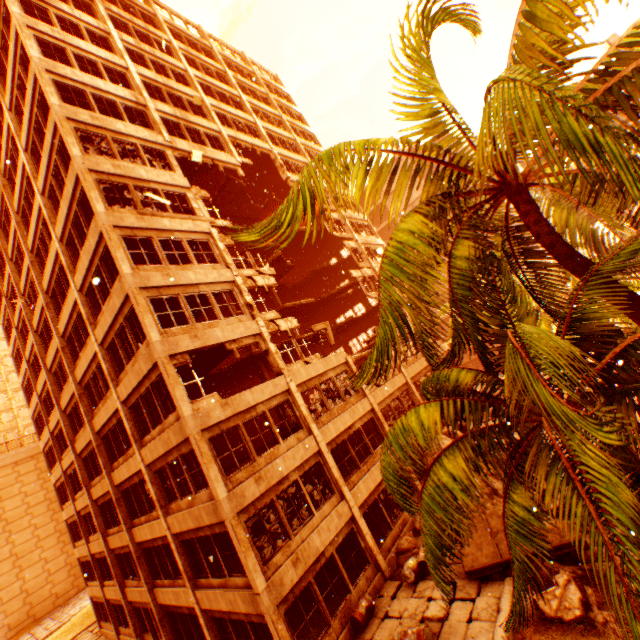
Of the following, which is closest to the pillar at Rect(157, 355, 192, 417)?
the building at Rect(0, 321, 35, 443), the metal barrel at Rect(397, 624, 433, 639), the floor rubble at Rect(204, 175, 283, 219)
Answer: the floor rubble at Rect(204, 175, 283, 219)

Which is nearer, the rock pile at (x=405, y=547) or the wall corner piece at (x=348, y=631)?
the wall corner piece at (x=348, y=631)

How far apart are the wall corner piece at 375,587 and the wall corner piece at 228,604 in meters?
2.4

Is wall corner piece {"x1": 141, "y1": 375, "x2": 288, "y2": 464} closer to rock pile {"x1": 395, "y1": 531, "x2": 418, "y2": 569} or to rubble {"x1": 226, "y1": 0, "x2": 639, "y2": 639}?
rubble {"x1": 226, "y1": 0, "x2": 639, "y2": 639}

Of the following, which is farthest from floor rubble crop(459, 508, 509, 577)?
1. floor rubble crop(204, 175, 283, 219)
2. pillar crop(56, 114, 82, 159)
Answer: floor rubble crop(204, 175, 283, 219)

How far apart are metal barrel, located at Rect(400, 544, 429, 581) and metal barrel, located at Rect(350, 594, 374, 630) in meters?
1.3

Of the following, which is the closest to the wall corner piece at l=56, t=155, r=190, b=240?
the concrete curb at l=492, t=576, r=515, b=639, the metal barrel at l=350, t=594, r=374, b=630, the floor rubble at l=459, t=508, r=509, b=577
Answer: the metal barrel at l=350, t=594, r=374, b=630

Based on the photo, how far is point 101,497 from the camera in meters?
19.2
